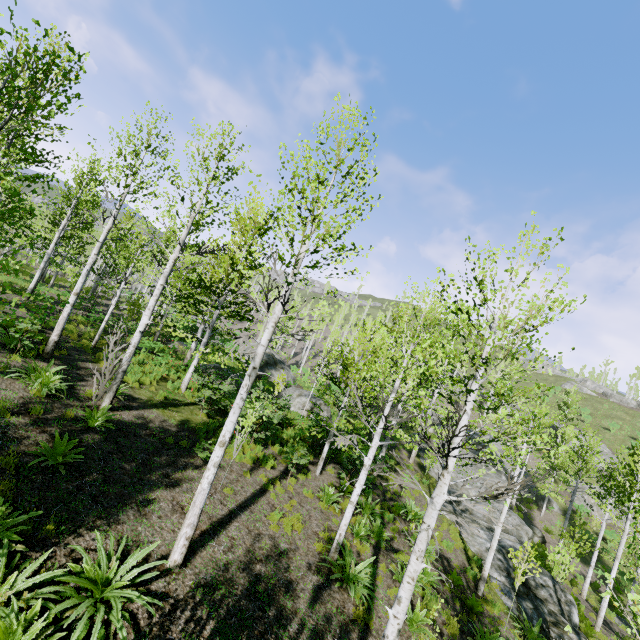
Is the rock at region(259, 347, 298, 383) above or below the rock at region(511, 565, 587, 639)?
above

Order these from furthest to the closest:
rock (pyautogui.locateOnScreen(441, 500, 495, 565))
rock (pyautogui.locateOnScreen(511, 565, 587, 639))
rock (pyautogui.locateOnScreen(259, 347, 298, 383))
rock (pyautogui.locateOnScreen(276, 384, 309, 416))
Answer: rock (pyautogui.locateOnScreen(259, 347, 298, 383)) < rock (pyautogui.locateOnScreen(276, 384, 309, 416)) < rock (pyautogui.locateOnScreen(441, 500, 495, 565)) < rock (pyautogui.locateOnScreen(511, 565, 587, 639))

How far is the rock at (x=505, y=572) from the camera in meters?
13.3 m

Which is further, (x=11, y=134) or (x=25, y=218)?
(x=25, y=218)

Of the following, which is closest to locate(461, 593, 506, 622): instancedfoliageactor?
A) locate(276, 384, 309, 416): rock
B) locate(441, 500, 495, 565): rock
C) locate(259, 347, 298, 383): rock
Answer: locate(441, 500, 495, 565): rock

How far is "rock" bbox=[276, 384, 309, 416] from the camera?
20.3m

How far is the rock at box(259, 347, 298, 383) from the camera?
28.06m

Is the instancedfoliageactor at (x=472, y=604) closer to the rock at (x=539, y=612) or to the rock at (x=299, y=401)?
the rock at (x=539, y=612)
